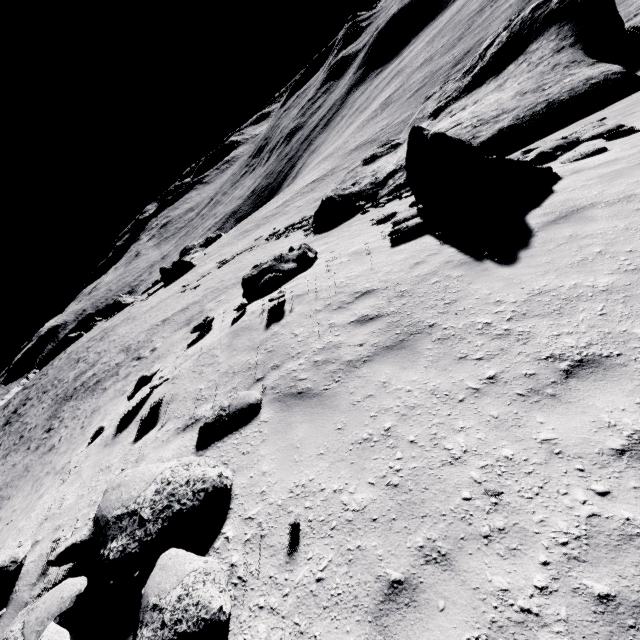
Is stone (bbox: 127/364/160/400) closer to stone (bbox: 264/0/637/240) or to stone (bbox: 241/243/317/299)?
stone (bbox: 241/243/317/299)

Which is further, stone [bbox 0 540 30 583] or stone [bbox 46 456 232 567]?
stone [bbox 0 540 30 583]

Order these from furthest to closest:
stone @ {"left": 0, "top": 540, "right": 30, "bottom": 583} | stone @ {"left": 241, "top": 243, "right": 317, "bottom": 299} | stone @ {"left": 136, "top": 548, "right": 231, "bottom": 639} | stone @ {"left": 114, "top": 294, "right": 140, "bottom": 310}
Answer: stone @ {"left": 114, "top": 294, "right": 140, "bottom": 310} → stone @ {"left": 241, "top": 243, "right": 317, "bottom": 299} → stone @ {"left": 0, "top": 540, "right": 30, "bottom": 583} → stone @ {"left": 136, "top": 548, "right": 231, "bottom": 639}

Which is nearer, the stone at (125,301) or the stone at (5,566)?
the stone at (5,566)

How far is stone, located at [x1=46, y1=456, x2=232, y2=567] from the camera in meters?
3.6 m

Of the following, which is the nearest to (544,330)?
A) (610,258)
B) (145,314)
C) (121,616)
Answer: (610,258)

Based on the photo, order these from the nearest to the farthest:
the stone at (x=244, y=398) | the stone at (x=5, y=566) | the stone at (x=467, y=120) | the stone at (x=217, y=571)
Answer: the stone at (x=217, y=571), the stone at (x=5, y=566), the stone at (x=244, y=398), the stone at (x=467, y=120)

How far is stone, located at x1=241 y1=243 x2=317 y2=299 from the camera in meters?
10.9
